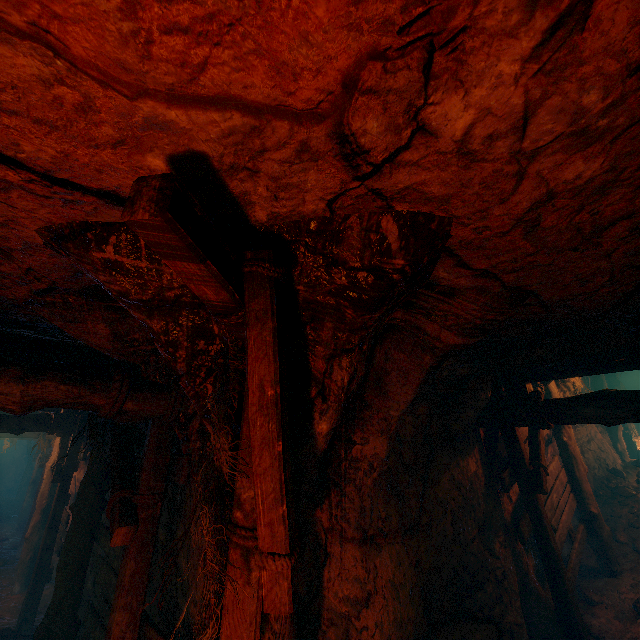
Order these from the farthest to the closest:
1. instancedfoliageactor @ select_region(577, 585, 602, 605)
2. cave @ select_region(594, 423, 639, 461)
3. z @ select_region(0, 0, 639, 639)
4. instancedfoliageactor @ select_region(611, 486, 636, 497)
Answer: cave @ select_region(594, 423, 639, 461) < instancedfoliageactor @ select_region(611, 486, 636, 497) < instancedfoliageactor @ select_region(577, 585, 602, 605) < z @ select_region(0, 0, 639, 639)

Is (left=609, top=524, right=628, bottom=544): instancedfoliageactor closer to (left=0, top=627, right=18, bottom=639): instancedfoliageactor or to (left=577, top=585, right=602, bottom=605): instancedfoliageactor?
(left=577, top=585, right=602, bottom=605): instancedfoliageactor

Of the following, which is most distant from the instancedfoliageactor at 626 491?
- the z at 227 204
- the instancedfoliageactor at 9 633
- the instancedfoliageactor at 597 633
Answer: the instancedfoliageactor at 9 633

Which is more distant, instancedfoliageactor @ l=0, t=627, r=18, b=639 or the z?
instancedfoliageactor @ l=0, t=627, r=18, b=639

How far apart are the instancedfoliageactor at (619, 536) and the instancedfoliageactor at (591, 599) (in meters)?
1.77

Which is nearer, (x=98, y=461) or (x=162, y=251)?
(x=162, y=251)

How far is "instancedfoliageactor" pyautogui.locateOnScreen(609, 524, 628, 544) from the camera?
6.79m

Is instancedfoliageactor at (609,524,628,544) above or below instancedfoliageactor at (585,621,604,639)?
above
